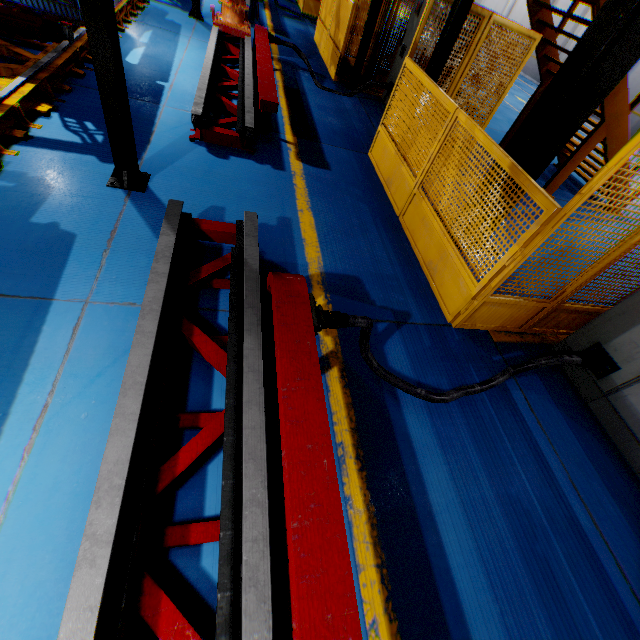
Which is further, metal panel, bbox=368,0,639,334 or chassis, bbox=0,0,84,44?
chassis, bbox=0,0,84,44

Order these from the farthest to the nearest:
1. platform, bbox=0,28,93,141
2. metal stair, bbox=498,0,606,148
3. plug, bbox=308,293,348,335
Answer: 1. metal stair, bbox=498,0,606,148
2. platform, bbox=0,28,93,141
3. plug, bbox=308,293,348,335

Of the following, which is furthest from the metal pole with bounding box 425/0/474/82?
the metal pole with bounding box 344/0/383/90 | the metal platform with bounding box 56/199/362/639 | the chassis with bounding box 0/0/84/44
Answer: the chassis with bounding box 0/0/84/44

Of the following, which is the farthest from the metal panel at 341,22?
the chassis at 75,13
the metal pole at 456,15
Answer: the chassis at 75,13

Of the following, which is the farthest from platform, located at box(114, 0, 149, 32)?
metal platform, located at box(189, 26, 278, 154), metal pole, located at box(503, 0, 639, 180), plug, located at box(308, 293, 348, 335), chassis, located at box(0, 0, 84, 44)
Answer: metal pole, located at box(503, 0, 639, 180)

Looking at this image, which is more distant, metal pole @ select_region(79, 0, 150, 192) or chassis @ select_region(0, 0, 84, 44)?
chassis @ select_region(0, 0, 84, 44)

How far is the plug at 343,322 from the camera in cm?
232

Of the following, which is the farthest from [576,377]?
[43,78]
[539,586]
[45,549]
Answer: [43,78]
